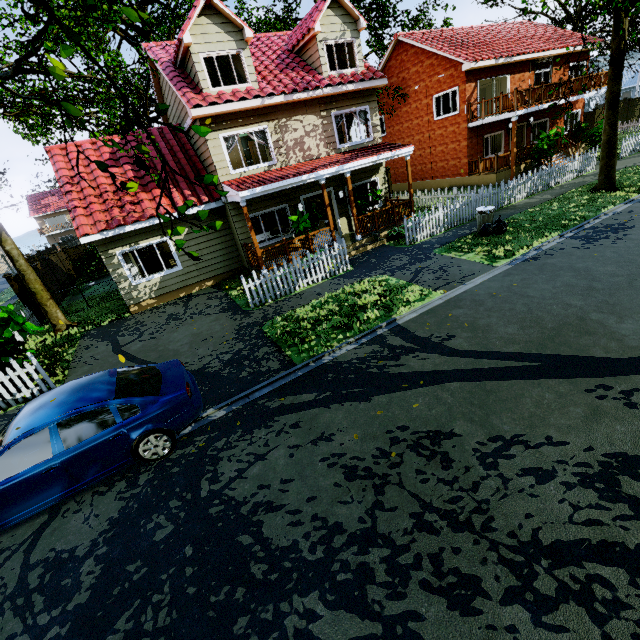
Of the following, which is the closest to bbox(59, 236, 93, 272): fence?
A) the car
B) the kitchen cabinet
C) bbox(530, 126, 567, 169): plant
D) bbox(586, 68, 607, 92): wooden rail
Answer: the kitchen cabinet

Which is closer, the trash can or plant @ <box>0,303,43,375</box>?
plant @ <box>0,303,43,375</box>

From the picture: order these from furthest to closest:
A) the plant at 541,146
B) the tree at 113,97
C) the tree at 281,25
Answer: the tree at 281,25
the plant at 541,146
the tree at 113,97

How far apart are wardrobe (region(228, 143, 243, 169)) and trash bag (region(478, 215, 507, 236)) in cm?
1183

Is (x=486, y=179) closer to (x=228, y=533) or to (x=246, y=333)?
(x=246, y=333)

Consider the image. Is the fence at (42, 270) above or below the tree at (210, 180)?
below

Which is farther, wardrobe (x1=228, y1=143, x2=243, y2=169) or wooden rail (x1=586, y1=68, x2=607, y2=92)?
wooden rail (x1=586, y1=68, x2=607, y2=92)

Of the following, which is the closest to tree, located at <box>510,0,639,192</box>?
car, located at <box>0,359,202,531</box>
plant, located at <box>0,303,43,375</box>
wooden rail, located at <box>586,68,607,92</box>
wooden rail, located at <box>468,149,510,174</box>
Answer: plant, located at <box>0,303,43,375</box>
